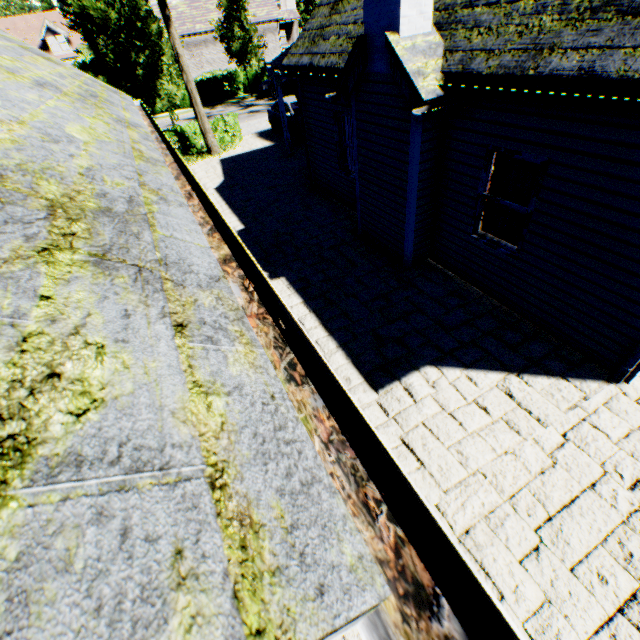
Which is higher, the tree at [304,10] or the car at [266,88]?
the tree at [304,10]

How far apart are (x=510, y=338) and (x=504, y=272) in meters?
1.2

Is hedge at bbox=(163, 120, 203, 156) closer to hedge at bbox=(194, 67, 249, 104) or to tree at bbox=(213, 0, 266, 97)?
tree at bbox=(213, 0, 266, 97)

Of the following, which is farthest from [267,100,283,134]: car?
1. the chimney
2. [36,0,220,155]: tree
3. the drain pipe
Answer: the drain pipe

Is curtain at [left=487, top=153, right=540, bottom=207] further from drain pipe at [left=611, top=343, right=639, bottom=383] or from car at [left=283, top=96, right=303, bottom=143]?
car at [left=283, top=96, right=303, bottom=143]

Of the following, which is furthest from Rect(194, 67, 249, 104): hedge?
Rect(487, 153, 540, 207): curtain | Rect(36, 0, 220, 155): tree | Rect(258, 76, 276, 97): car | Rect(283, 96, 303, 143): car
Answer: Rect(487, 153, 540, 207): curtain

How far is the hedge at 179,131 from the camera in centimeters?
1639cm

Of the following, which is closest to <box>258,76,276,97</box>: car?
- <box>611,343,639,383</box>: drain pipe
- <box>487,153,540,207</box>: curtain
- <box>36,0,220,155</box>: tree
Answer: <box>36,0,220,155</box>: tree
